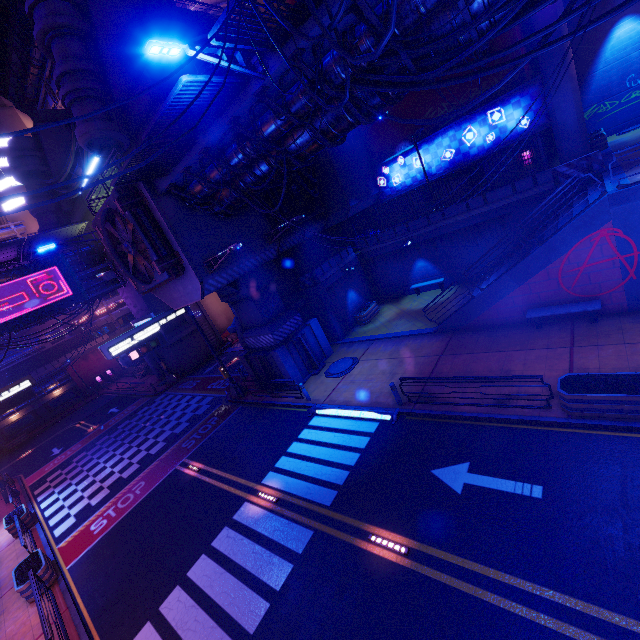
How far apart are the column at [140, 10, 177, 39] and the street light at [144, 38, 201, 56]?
14.8m

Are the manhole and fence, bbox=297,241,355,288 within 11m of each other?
yes

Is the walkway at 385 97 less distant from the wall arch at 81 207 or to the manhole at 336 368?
the wall arch at 81 207

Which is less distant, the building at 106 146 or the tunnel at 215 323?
the building at 106 146

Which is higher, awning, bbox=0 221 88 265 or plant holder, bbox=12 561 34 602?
awning, bbox=0 221 88 265

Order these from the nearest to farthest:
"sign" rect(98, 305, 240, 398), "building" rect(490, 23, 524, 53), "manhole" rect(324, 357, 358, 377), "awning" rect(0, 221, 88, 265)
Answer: "sign" rect(98, 305, 240, 398), "manhole" rect(324, 357, 358, 377), "building" rect(490, 23, 524, 53), "awning" rect(0, 221, 88, 265)

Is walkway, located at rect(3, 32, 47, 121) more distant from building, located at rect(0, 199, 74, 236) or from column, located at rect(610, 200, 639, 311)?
column, located at rect(610, 200, 639, 311)

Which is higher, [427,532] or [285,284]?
[285,284]
